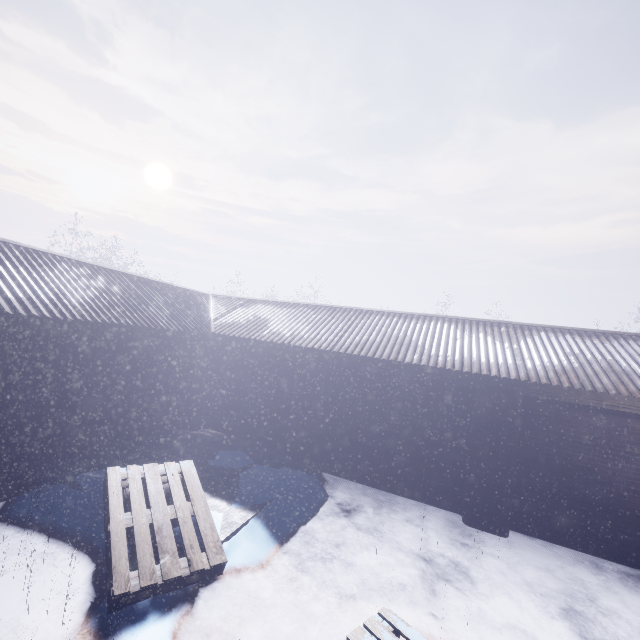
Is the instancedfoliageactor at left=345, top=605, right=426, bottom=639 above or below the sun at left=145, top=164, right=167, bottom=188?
below

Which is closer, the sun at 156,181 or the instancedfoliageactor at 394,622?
the instancedfoliageactor at 394,622

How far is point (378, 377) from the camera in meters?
6.0 m

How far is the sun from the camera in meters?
58.1 m

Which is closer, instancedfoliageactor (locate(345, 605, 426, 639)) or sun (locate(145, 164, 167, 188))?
instancedfoliageactor (locate(345, 605, 426, 639))
